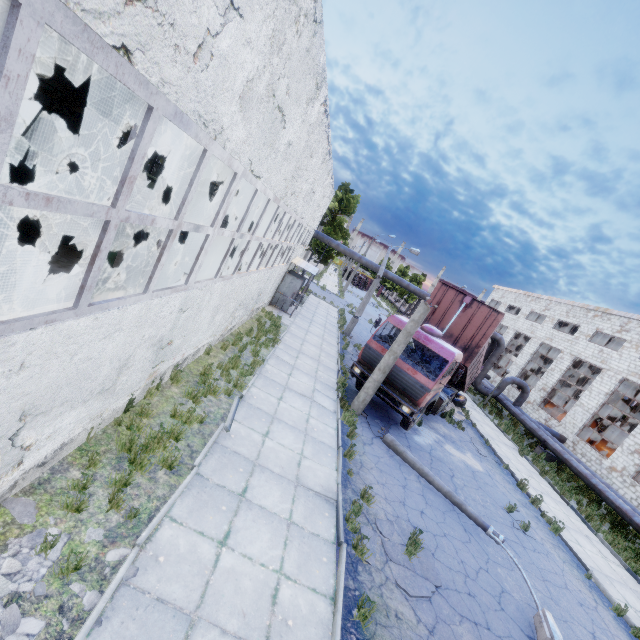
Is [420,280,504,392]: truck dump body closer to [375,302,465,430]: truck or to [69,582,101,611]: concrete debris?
[375,302,465,430]: truck

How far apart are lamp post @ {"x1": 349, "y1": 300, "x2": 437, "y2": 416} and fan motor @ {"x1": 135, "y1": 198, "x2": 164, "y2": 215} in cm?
1314

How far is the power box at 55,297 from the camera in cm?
347

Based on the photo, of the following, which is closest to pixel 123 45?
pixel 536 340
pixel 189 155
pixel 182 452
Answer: pixel 182 452

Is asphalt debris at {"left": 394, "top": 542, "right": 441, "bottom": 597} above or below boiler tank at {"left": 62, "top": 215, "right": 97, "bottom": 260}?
below

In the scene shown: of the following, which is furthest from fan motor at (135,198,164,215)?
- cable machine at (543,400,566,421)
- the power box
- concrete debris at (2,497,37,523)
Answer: cable machine at (543,400,566,421)

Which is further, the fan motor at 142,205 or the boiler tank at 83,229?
the fan motor at 142,205

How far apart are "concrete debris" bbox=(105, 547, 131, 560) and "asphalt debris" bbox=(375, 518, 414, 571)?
4.1 meters
